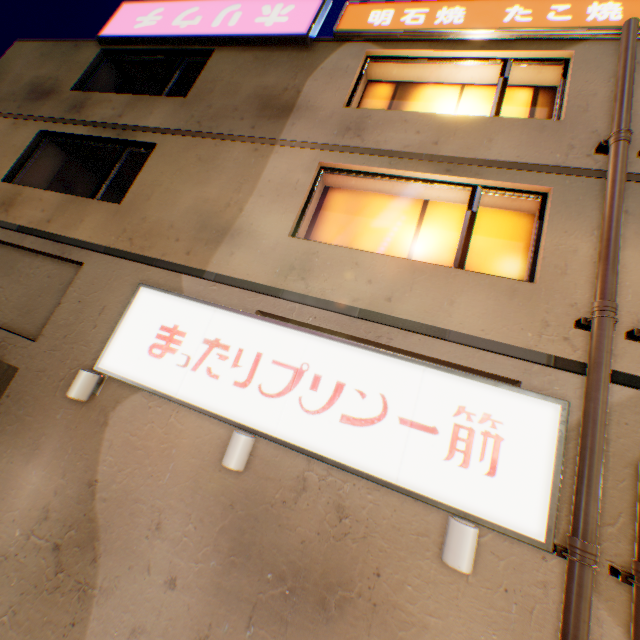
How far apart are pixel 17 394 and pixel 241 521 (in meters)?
4.44

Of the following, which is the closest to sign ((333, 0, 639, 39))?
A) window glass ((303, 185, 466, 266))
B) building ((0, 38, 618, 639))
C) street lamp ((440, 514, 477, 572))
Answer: building ((0, 38, 618, 639))

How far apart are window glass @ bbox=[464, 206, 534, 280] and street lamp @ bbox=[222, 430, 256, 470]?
3.3m

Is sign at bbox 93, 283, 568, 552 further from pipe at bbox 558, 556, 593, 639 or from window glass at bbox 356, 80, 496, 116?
window glass at bbox 356, 80, 496, 116

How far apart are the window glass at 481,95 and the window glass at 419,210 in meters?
1.5 m

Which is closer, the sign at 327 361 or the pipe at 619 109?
the sign at 327 361

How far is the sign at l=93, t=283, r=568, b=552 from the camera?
3.4 meters

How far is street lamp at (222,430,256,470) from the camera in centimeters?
386cm
